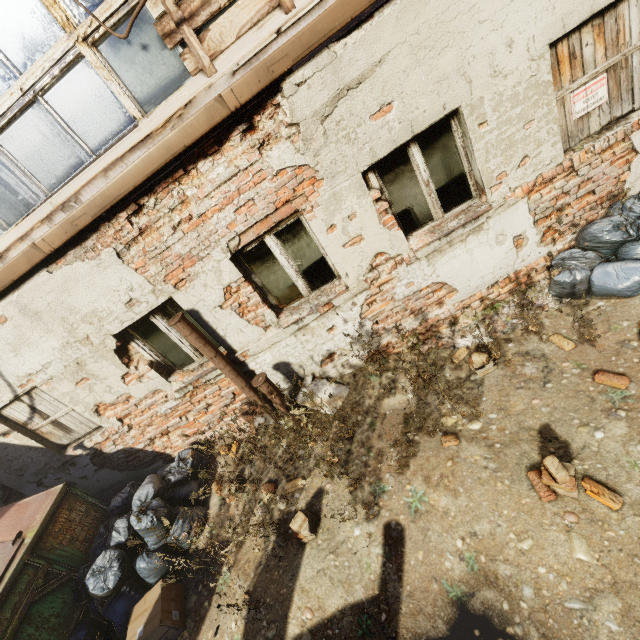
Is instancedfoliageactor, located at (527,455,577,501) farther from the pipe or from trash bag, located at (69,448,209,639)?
trash bag, located at (69,448,209,639)

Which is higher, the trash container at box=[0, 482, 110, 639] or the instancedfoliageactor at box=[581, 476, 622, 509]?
the trash container at box=[0, 482, 110, 639]

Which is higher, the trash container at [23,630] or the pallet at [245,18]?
the pallet at [245,18]

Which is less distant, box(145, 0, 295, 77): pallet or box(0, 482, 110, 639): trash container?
box(145, 0, 295, 77): pallet

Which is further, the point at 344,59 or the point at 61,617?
the point at 61,617

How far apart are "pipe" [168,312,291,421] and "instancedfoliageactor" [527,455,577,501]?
3.3m

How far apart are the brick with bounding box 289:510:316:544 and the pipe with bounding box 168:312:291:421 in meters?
1.6

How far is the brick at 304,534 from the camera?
3.41m
